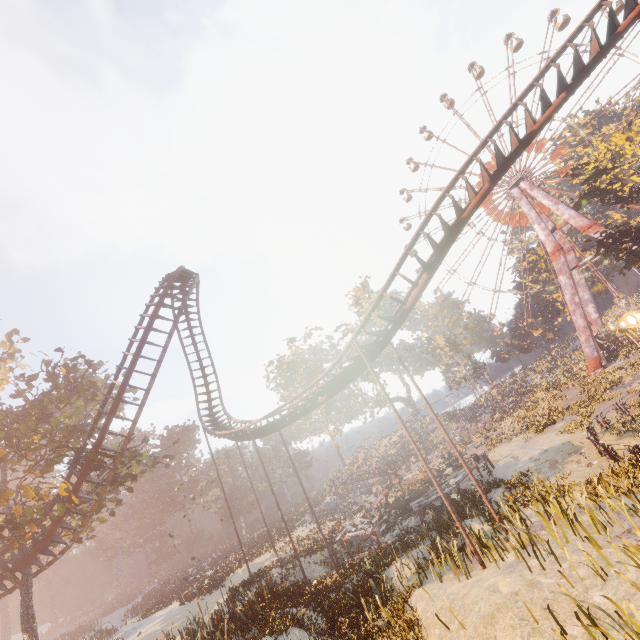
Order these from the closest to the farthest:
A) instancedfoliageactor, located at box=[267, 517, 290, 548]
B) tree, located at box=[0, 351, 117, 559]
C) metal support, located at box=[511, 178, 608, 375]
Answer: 1. tree, located at box=[0, 351, 117, 559]
2. instancedfoliageactor, located at box=[267, 517, 290, 548]
3. metal support, located at box=[511, 178, 608, 375]

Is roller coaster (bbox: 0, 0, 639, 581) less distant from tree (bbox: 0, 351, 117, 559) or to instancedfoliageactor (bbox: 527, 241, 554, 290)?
tree (bbox: 0, 351, 117, 559)

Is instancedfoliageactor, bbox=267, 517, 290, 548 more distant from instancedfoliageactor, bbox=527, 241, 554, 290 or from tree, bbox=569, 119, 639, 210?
tree, bbox=569, 119, 639, 210

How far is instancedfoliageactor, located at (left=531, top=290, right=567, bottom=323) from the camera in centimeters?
5206cm

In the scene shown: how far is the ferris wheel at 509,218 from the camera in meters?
47.1 m

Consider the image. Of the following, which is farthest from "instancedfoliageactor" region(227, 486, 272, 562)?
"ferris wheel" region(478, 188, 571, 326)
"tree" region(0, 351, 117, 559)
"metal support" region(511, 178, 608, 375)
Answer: "ferris wheel" region(478, 188, 571, 326)

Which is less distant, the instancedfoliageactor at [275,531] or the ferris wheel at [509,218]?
the instancedfoliageactor at [275,531]

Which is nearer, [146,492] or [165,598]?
[165,598]
